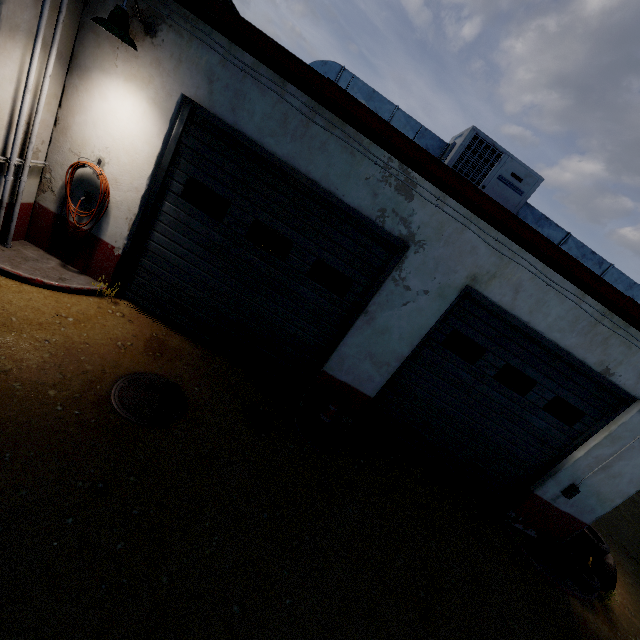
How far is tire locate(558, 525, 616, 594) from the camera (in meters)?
5.73

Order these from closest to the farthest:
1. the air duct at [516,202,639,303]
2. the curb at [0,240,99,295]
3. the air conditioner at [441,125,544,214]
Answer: the curb at [0,240,99,295] < the air conditioner at [441,125,544,214] < the air duct at [516,202,639,303]

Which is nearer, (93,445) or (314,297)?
(93,445)

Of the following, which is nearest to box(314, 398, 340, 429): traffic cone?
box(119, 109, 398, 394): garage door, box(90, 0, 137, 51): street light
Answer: box(119, 109, 398, 394): garage door

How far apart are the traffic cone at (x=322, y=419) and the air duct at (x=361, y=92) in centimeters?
393cm

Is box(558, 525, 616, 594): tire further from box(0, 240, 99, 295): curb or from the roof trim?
box(0, 240, 99, 295): curb

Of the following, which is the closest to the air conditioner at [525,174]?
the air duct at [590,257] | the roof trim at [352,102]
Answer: the air duct at [590,257]

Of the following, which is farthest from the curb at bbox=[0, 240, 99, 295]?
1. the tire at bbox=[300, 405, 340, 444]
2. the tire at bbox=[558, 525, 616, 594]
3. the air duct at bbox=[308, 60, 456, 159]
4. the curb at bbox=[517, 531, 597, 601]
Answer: the tire at bbox=[558, 525, 616, 594]
